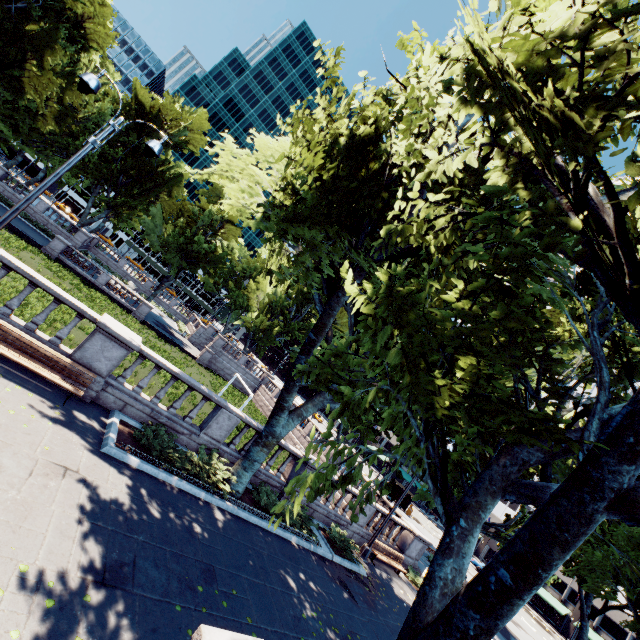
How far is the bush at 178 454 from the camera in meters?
9.9 m

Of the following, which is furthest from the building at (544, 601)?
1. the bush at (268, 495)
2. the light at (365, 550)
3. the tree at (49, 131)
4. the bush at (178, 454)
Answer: the bush at (178, 454)

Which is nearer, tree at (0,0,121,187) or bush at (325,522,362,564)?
bush at (325,522,362,564)

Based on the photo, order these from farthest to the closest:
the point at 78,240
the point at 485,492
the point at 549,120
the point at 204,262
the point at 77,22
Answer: the point at 204,262 < the point at 78,240 < the point at 77,22 < the point at 485,492 < the point at 549,120

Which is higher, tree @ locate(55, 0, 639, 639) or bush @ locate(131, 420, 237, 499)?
tree @ locate(55, 0, 639, 639)

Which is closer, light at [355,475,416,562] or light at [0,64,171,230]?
light at [0,64,171,230]

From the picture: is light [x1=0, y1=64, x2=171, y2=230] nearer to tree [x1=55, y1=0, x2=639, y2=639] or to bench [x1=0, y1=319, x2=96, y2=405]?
bench [x1=0, y1=319, x2=96, y2=405]

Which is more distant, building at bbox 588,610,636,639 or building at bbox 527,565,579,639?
building at bbox 527,565,579,639
